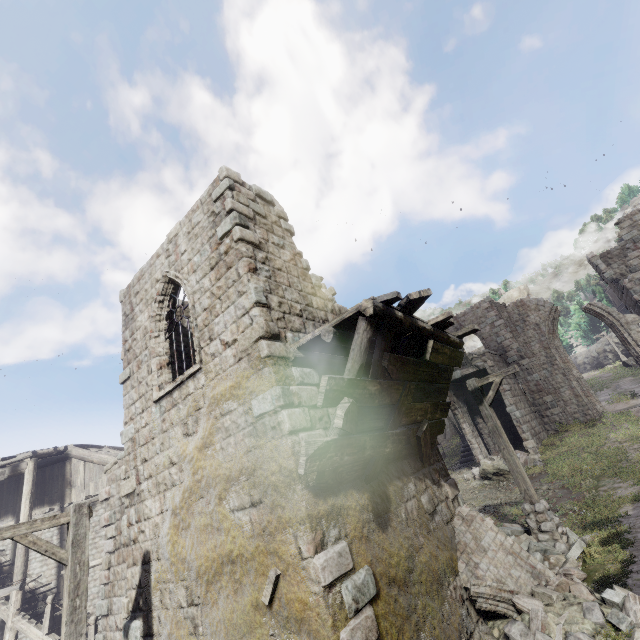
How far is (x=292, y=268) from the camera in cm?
805

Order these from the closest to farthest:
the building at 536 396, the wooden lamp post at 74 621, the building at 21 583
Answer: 1. the wooden lamp post at 74 621
2. the building at 21 583
3. the building at 536 396

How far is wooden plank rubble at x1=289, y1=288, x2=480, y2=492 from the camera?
5.0m

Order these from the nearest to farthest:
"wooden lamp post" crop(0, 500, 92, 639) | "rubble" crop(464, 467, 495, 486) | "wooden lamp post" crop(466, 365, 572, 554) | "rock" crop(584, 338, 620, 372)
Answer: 1. "wooden lamp post" crop(0, 500, 92, 639)
2. "wooden lamp post" crop(466, 365, 572, 554)
3. "rubble" crop(464, 467, 495, 486)
4. "rock" crop(584, 338, 620, 372)

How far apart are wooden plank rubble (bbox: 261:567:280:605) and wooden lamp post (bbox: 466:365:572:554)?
7.3 meters

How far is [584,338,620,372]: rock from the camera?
49.23m

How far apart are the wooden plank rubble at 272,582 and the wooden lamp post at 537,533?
7.3m

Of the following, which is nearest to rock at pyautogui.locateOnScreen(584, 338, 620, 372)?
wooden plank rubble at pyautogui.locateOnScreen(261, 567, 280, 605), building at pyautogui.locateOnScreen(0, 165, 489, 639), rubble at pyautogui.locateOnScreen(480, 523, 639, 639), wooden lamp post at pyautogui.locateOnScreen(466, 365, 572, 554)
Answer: building at pyautogui.locateOnScreen(0, 165, 489, 639)
